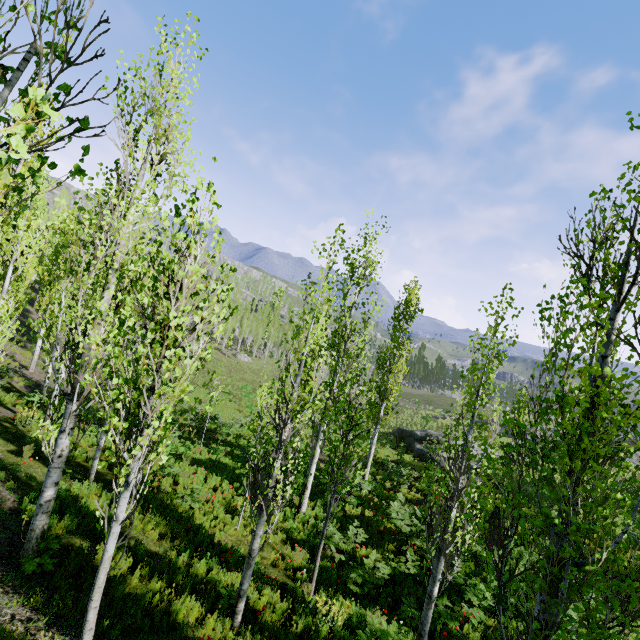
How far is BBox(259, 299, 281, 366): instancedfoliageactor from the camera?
58.4 meters

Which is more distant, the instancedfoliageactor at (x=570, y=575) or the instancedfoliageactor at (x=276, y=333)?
the instancedfoliageactor at (x=276, y=333)

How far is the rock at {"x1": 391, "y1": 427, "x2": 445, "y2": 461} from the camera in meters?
24.7 m

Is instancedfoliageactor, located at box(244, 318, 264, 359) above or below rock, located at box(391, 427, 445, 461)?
above

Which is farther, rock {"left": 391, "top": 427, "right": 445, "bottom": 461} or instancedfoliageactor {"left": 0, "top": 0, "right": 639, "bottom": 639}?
rock {"left": 391, "top": 427, "right": 445, "bottom": 461}

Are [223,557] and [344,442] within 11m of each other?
yes

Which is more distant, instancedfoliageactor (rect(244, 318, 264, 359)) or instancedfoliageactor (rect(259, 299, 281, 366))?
instancedfoliageactor (rect(259, 299, 281, 366))

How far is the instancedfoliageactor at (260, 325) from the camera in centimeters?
5616cm
